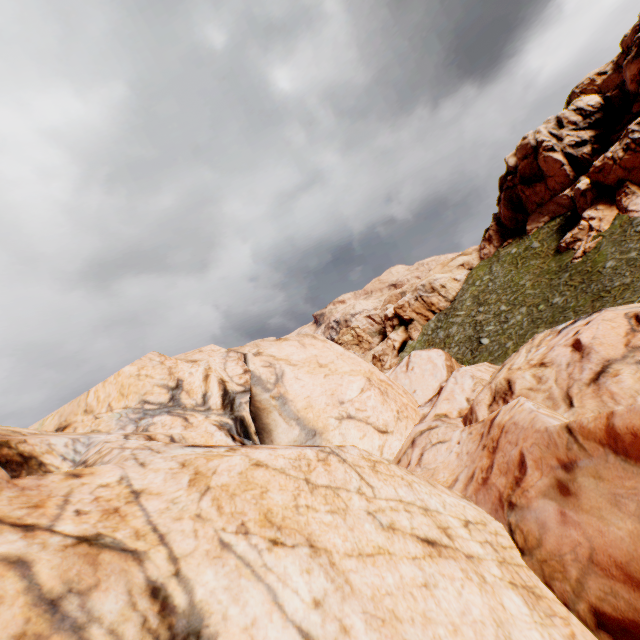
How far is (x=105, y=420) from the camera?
8.8m
